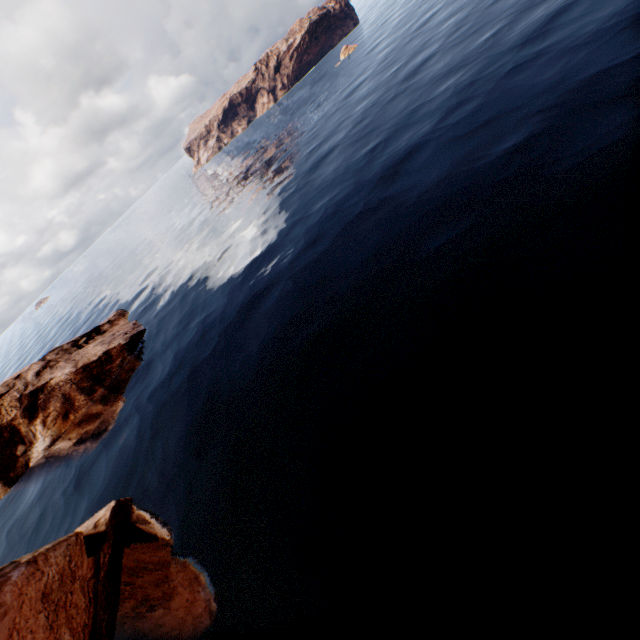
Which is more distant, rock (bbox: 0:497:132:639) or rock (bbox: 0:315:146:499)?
rock (bbox: 0:315:146:499)

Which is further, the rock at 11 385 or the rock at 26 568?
the rock at 11 385

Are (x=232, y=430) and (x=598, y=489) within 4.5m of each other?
no
